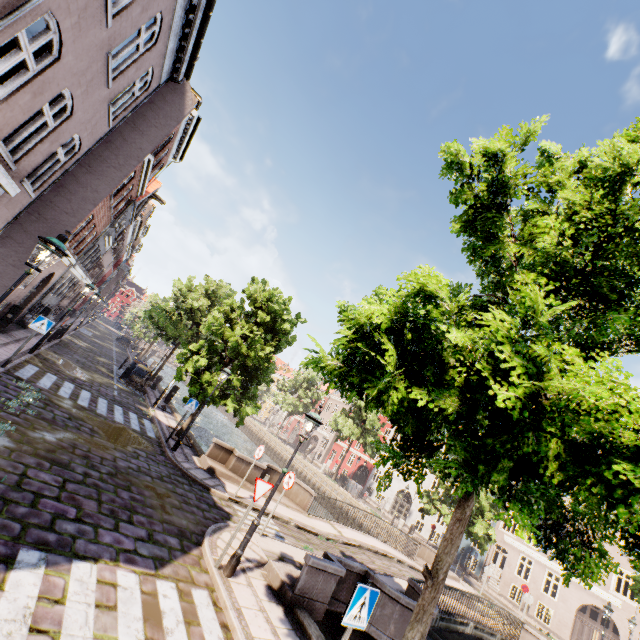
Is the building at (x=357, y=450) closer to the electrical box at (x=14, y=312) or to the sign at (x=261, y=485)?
the sign at (x=261, y=485)

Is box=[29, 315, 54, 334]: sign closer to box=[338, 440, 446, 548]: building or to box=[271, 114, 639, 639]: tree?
box=[271, 114, 639, 639]: tree

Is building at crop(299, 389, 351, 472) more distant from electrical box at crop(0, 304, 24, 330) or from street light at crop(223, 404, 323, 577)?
electrical box at crop(0, 304, 24, 330)

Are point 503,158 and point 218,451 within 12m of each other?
no

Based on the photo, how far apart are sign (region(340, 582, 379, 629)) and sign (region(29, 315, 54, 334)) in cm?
1216

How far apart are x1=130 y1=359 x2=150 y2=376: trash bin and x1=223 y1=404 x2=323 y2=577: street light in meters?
17.9

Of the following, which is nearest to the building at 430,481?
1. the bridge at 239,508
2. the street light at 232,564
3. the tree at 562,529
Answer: the tree at 562,529

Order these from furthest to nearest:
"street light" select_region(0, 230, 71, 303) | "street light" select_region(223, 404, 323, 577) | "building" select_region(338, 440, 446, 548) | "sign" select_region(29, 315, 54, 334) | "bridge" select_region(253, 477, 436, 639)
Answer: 1. "building" select_region(338, 440, 446, 548)
2. "sign" select_region(29, 315, 54, 334)
3. "bridge" select_region(253, 477, 436, 639)
4. "street light" select_region(223, 404, 323, 577)
5. "street light" select_region(0, 230, 71, 303)
